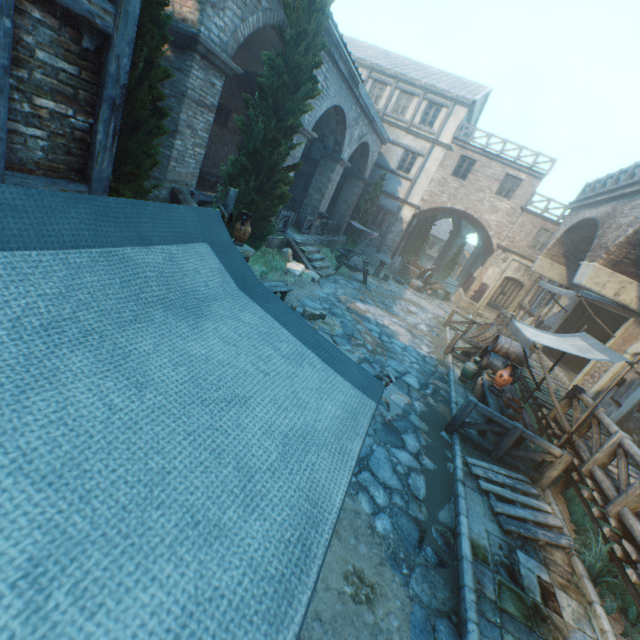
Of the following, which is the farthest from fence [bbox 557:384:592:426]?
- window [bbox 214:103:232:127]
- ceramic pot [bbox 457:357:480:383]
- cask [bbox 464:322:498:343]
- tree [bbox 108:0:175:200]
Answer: window [bbox 214:103:232:127]

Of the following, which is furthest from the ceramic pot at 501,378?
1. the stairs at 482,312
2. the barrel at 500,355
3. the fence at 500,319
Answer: the stairs at 482,312

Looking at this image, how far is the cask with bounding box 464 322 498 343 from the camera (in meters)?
14.19

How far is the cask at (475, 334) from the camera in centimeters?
1419cm

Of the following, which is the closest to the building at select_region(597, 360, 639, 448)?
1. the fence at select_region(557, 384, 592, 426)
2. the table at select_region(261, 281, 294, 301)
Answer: the fence at select_region(557, 384, 592, 426)

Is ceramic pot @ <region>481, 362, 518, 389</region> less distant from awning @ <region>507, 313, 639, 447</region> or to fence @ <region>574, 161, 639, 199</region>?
awning @ <region>507, 313, 639, 447</region>

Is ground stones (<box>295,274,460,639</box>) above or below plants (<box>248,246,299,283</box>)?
below

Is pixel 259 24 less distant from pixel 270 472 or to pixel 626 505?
pixel 270 472
